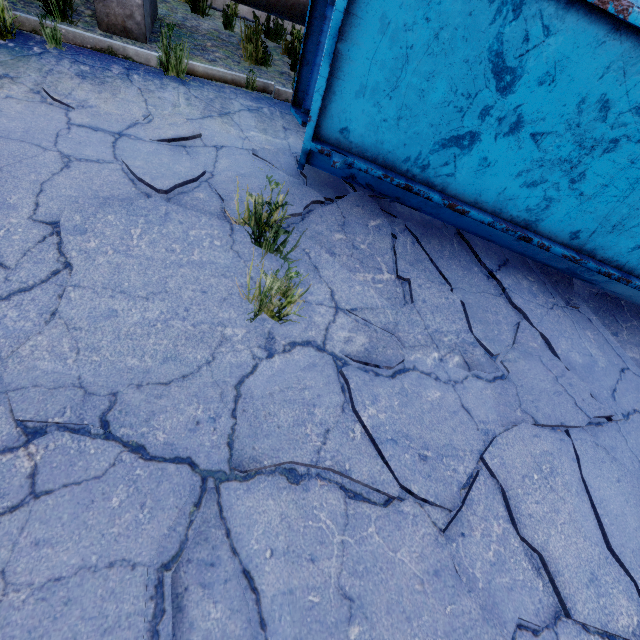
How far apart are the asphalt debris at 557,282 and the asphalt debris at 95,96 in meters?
4.1 m

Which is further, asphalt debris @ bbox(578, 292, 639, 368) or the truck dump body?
asphalt debris @ bbox(578, 292, 639, 368)

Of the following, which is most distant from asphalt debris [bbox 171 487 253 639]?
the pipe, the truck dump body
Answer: the pipe

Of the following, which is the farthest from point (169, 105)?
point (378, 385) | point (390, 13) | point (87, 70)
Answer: point (378, 385)

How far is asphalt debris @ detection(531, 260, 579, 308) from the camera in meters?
3.6

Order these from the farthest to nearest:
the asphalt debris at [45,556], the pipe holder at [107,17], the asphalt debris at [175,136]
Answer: the pipe holder at [107,17]
the asphalt debris at [175,136]
the asphalt debris at [45,556]

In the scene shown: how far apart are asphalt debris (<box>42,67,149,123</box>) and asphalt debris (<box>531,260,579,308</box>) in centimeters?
414cm

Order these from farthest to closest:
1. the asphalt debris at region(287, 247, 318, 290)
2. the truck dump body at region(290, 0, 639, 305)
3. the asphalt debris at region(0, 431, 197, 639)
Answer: the asphalt debris at region(287, 247, 318, 290) → the truck dump body at region(290, 0, 639, 305) → the asphalt debris at region(0, 431, 197, 639)
